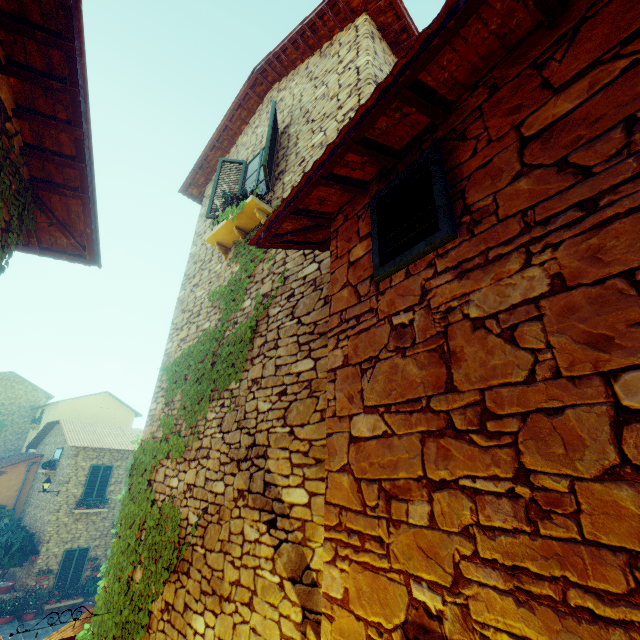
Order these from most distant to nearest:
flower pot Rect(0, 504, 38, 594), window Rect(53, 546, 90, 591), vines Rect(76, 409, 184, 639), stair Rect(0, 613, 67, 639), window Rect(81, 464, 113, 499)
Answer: window Rect(81, 464, 113, 499)
window Rect(53, 546, 90, 591)
flower pot Rect(0, 504, 38, 594)
stair Rect(0, 613, 67, 639)
vines Rect(76, 409, 184, 639)

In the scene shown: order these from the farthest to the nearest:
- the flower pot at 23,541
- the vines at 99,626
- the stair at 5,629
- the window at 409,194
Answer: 1. the flower pot at 23,541
2. the stair at 5,629
3. the vines at 99,626
4. the window at 409,194

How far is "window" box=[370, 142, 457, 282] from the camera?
1.75m

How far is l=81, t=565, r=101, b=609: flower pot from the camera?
15.4m

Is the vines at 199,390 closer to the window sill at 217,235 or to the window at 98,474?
the window sill at 217,235

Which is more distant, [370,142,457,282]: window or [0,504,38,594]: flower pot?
[0,504,38,594]: flower pot

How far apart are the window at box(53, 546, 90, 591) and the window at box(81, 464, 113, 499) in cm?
200

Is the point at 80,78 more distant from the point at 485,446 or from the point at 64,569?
the point at 64,569
